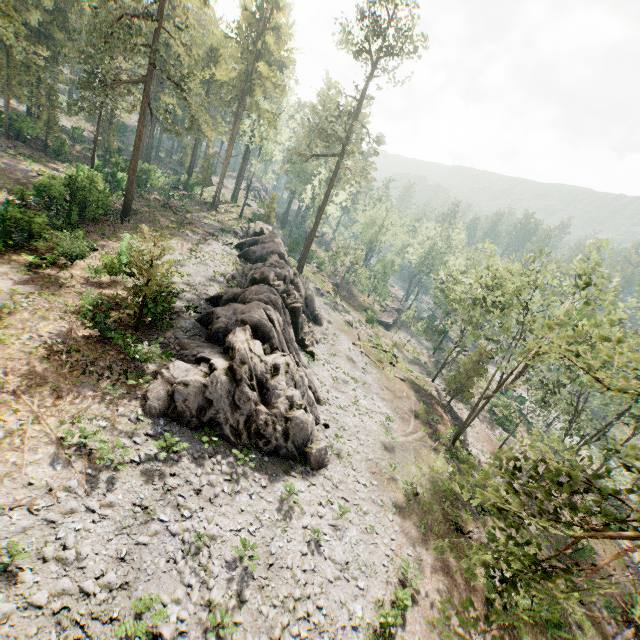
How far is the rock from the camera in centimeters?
1576cm

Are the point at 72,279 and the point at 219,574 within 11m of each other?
no

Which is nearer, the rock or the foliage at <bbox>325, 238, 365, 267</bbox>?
the rock

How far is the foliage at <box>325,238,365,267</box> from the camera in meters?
49.2

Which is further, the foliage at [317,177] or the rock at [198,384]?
the foliage at [317,177]

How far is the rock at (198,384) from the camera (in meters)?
15.76

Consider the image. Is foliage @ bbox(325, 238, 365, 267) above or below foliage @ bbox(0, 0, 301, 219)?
below
